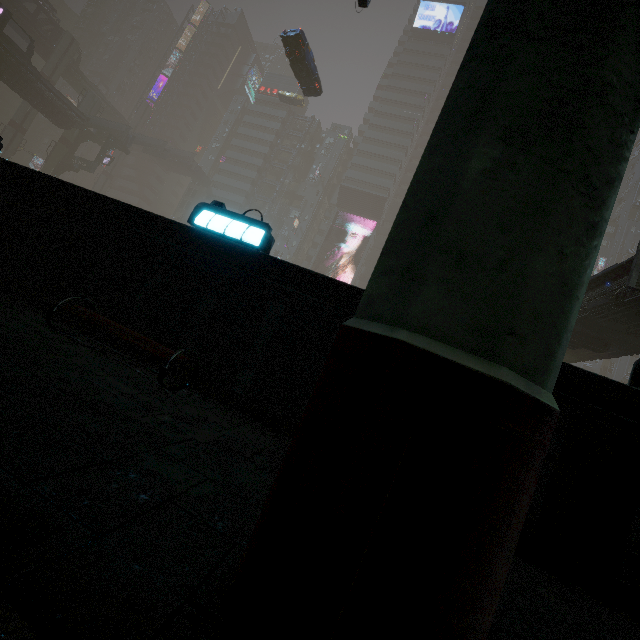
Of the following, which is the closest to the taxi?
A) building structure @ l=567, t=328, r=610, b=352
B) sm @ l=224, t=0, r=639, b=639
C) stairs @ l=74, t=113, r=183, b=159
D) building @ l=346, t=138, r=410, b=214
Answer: stairs @ l=74, t=113, r=183, b=159

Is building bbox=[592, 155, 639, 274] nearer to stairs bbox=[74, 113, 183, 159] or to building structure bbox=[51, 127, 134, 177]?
stairs bbox=[74, 113, 183, 159]

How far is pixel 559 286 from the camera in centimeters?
112cm

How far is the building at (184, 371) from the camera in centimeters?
403cm

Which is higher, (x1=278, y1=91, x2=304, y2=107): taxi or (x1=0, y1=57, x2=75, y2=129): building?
(x1=278, y1=91, x2=304, y2=107): taxi

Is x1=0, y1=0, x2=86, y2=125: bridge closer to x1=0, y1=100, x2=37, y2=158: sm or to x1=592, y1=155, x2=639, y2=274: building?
x1=0, y1=100, x2=37, y2=158: sm

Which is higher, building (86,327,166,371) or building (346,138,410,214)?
building (346,138,410,214)

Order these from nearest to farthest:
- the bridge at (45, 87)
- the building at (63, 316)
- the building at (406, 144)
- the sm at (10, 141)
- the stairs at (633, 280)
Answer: the building at (63, 316) < the stairs at (633, 280) < the bridge at (45, 87) < the sm at (10, 141) < the building at (406, 144)
